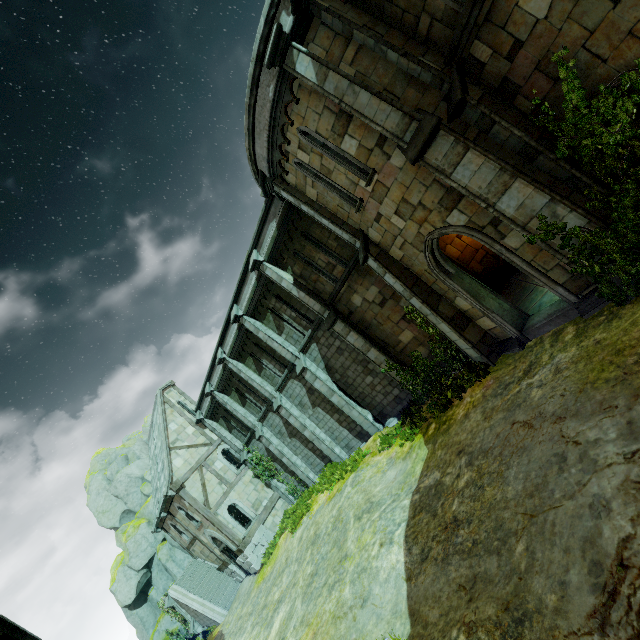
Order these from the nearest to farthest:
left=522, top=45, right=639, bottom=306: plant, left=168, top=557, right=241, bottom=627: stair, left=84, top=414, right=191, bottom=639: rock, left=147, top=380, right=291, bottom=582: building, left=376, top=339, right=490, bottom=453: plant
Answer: left=522, top=45, right=639, bottom=306: plant → left=376, top=339, right=490, bottom=453: plant → left=147, top=380, right=291, bottom=582: building → left=168, top=557, right=241, bottom=627: stair → left=84, top=414, right=191, bottom=639: rock

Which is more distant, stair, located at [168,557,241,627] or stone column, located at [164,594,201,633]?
stone column, located at [164,594,201,633]

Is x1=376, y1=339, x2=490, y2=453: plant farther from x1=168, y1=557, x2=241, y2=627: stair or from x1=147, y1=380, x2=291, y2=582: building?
x1=168, y1=557, x2=241, y2=627: stair

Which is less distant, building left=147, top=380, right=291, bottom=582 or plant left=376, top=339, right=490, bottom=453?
plant left=376, top=339, right=490, bottom=453

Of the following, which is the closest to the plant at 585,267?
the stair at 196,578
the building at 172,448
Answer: the building at 172,448

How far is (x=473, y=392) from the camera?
9.8 meters

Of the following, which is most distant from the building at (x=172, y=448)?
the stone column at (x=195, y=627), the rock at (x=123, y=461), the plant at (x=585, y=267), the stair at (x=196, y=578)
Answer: the plant at (x=585, y=267)

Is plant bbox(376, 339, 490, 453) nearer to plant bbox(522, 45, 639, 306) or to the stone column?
plant bbox(522, 45, 639, 306)
